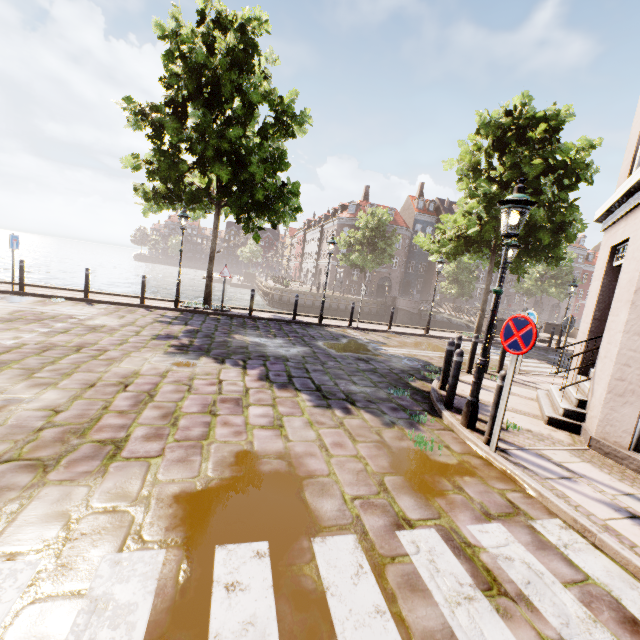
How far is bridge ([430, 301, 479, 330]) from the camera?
27.0m

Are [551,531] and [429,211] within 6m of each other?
no

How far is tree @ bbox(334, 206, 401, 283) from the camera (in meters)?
35.69

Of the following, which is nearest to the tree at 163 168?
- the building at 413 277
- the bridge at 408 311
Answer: the bridge at 408 311

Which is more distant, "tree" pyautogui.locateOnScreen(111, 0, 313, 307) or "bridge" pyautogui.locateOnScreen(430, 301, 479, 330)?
"bridge" pyautogui.locateOnScreen(430, 301, 479, 330)

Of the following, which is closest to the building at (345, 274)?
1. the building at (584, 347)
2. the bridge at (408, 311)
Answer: the bridge at (408, 311)

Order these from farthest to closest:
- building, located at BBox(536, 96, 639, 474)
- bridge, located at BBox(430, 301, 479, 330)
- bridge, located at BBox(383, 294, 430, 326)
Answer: bridge, located at BBox(383, 294, 430, 326)
bridge, located at BBox(430, 301, 479, 330)
building, located at BBox(536, 96, 639, 474)

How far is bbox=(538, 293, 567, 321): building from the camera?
57.2 meters
